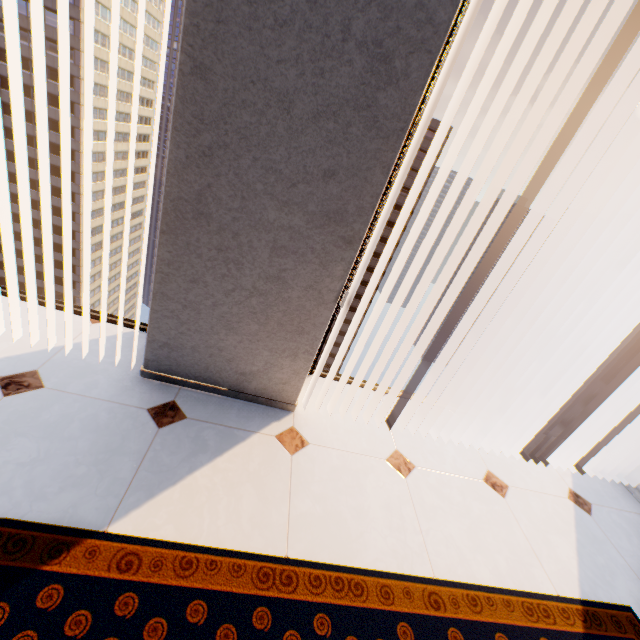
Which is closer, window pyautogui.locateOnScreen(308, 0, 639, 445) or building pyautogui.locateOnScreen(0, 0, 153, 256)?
window pyautogui.locateOnScreen(308, 0, 639, 445)

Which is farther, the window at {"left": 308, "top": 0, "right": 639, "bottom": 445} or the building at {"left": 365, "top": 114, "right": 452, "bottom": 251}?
the building at {"left": 365, "top": 114, "right": 452, "bottom": 251}

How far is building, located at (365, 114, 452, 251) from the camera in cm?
5106

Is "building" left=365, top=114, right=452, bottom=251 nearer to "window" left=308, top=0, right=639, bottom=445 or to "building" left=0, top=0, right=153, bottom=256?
"building" left=0, top=0, right=153, bottom=256

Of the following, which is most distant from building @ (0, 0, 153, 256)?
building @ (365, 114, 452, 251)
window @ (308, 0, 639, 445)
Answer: window @ (308, 0, 639, 445)

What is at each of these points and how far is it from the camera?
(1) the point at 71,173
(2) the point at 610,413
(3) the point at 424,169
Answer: (1) building, 53.78m
(2) window, 2.95m
(3) building, 53.59m

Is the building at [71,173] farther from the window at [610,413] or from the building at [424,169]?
the window at [610,413]

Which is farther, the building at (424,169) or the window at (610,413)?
the building at (424,169)
